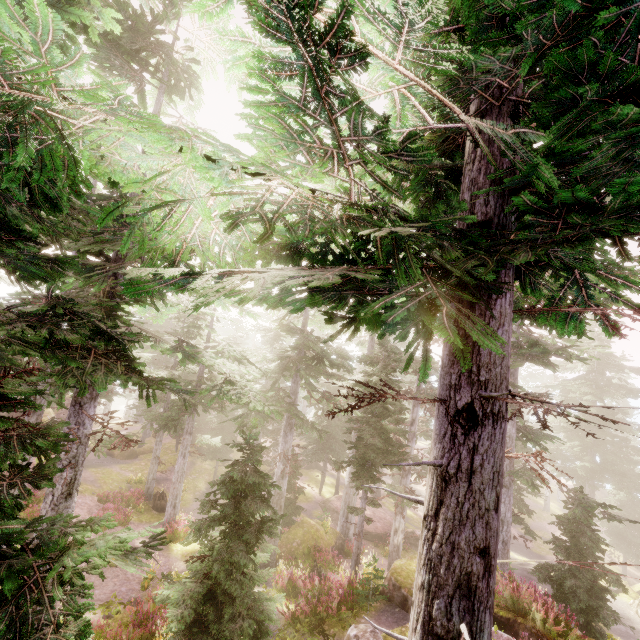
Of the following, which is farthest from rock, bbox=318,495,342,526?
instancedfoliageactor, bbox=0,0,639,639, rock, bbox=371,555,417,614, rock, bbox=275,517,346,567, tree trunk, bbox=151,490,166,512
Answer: tree trunk, bbox=151,490,166,512

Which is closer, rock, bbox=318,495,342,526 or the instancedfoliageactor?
the instancedfoliageactor

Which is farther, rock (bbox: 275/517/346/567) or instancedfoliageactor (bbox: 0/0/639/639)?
rock (bbox: 275/517/346/567)

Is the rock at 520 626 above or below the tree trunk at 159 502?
above

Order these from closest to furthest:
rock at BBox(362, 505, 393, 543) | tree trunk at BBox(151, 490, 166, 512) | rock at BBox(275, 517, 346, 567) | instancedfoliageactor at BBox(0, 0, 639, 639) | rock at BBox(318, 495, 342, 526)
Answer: instancedfoliageactor at BBox(0, 0, 639, 639), rock at BBox(275, 517, 346, 567), tree trunk at BBox(151, 490, 166, 512), rock at BBox(362, 505, 393, 543), rock at BBox(318, 495, 342, 526)

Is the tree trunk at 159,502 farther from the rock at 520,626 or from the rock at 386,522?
the rock at 520,626

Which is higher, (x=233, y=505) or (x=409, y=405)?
(x=409, y=405)

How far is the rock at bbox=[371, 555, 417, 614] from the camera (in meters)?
11.31
